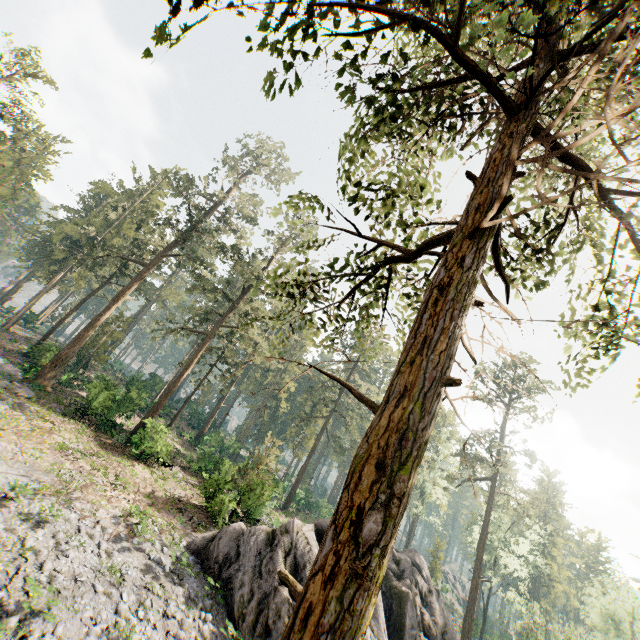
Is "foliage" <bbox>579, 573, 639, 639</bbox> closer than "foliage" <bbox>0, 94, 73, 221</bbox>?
No

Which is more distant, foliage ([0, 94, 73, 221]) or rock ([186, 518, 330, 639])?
foliage ([0, 94, 73, 221])

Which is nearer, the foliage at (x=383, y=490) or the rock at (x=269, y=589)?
the foliage at (x=383, y=490)

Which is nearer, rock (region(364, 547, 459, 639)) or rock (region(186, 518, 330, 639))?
rock (region(186, 518, 330, 639))

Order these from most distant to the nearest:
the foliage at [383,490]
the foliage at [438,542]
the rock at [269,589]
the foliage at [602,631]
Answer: the foliage at [438,542] < the foliage at [602,631] < the rock at [269,589] < the foliage at [383,490]

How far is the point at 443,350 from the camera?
3.6m

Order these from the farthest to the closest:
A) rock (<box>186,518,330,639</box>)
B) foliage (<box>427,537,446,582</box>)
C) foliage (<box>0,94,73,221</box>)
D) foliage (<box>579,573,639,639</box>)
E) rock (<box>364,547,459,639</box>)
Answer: foliage (<box>427,537,446,582</box>) < foliage (<box>579,573,639,639</box>) < foliage (<box>0,94,73,221</box>) < rock (<box>364,547,459,639</box>) < rock (<box>186,518,330,639</box>)

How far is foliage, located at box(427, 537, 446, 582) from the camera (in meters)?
45.25
